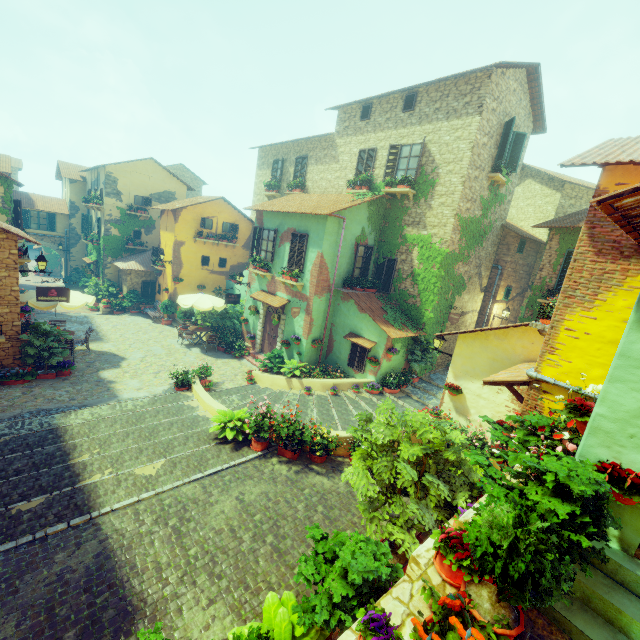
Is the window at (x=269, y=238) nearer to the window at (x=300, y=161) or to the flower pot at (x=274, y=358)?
the flower pot at (x=274, y=358)

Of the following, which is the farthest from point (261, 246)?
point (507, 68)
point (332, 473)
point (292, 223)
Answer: point (507, 68)

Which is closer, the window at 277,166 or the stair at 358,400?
the stair at 358,400

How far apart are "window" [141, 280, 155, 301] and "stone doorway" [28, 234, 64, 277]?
11.38m

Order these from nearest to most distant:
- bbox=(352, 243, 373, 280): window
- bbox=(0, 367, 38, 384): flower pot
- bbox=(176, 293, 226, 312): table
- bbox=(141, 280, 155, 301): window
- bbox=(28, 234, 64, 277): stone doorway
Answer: bbox=(0, 367, 38, 384): flower pot, bbox=(352, 243, 373, 280): window, bbox=(176, 293, 226, 312): table, bbox=(141, 280, 155, 301): window, bbox=(28, 234, 64, 277): stone doorway

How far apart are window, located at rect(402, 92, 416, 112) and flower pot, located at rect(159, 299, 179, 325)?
16.89m

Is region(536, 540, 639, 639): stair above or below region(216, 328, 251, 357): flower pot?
above

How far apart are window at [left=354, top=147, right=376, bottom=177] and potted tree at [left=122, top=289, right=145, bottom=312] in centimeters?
1621cm
